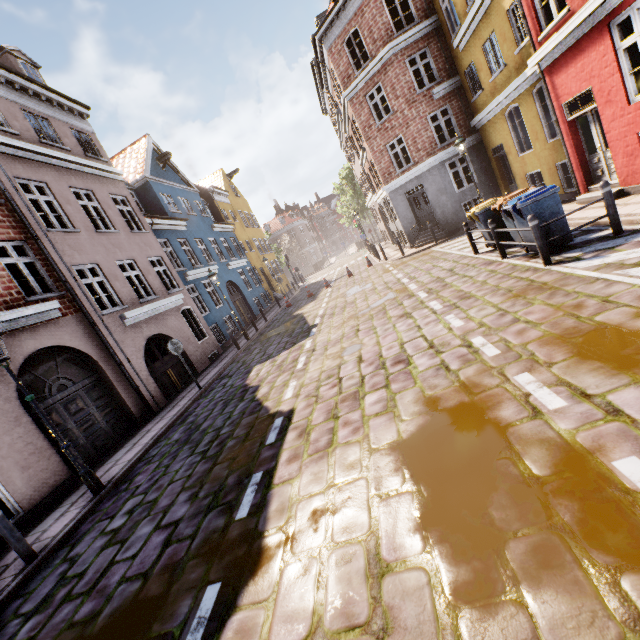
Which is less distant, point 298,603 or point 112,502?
point 298,603

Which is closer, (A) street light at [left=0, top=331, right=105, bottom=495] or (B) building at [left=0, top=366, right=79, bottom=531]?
(A) street light at [left=0, top=331, right=105, bottom=495]

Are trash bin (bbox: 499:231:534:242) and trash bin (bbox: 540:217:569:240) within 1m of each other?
yes

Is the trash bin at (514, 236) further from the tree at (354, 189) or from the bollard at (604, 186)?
the tree at (354, 189)

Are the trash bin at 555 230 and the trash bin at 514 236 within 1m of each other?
yes

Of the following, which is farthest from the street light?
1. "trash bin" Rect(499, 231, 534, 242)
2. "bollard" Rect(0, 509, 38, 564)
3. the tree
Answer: the tree

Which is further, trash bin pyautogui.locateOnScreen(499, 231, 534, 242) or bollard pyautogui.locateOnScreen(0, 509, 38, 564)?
trash bin pyautogui.locateOnScreen(499, 231, 534, 242)

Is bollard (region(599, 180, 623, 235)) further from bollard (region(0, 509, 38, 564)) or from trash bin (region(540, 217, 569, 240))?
bollard (region(0, 509, 38, 564))
